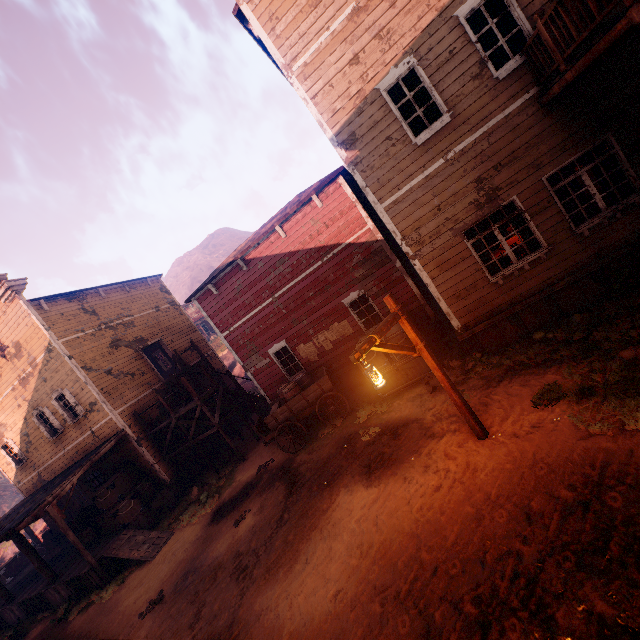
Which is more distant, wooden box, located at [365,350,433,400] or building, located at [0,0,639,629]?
wooden box, located at [365,350,433,400]

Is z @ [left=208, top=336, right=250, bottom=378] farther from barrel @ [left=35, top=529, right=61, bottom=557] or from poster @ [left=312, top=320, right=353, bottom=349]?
barrel @ [left=35, top=529, right=61, bottom=557]

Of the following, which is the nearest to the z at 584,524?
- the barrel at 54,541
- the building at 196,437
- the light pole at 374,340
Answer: the building at 196,437

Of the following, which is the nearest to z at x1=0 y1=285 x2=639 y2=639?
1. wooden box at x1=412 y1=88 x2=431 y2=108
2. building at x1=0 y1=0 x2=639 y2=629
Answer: Result: building at x1=0 y1=0 x2=639 y2=629

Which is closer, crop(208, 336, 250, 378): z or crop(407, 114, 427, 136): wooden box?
crop(407, 114, 427, 136): wooden box

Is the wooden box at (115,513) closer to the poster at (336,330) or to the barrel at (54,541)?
the barrel at (54,541)

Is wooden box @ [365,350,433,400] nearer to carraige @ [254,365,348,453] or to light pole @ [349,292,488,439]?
carraige @ [254,365,348,453]

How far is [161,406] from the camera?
16.5m
